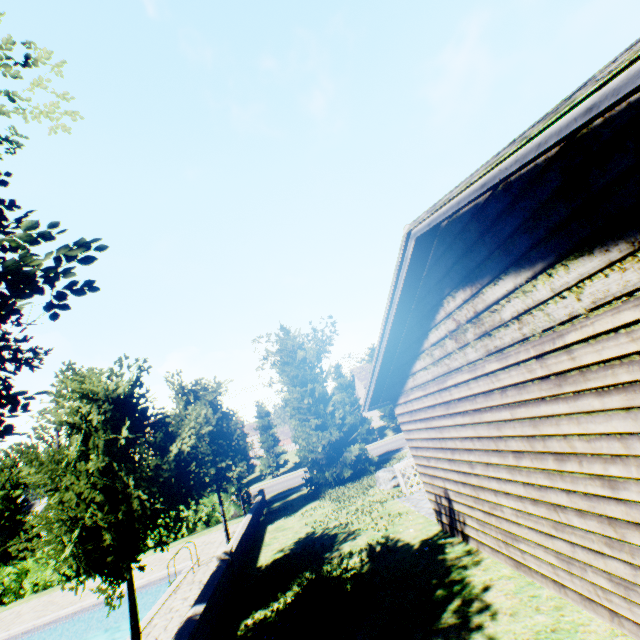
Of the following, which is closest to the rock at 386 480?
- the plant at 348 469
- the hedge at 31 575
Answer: the plant at 348 469

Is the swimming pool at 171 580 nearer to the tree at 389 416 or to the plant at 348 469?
the tree at 389 416

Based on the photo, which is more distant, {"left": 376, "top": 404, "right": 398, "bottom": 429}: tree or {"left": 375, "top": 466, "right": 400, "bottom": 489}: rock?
{"left": 376, "top": 404, "right": 398, "bottom": 429}: tree

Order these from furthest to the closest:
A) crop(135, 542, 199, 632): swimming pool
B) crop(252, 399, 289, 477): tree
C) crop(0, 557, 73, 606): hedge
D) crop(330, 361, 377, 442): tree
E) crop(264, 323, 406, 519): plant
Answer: crop(330, 361, 377, 442): tree, crop(252, 399, 289, 477): tree, crop(264, 323, 406, 519): plant, crop(0, 557, 73, 606): hedge, crop(135, 542, 199, 632): swimming pool

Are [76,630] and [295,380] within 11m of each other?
no

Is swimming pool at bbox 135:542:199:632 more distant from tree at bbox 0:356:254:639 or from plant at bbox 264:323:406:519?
plant at bbox 264:323:406:519

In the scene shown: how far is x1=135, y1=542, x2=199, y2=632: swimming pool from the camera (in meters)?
9.52

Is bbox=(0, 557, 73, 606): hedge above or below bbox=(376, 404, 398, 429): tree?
below
